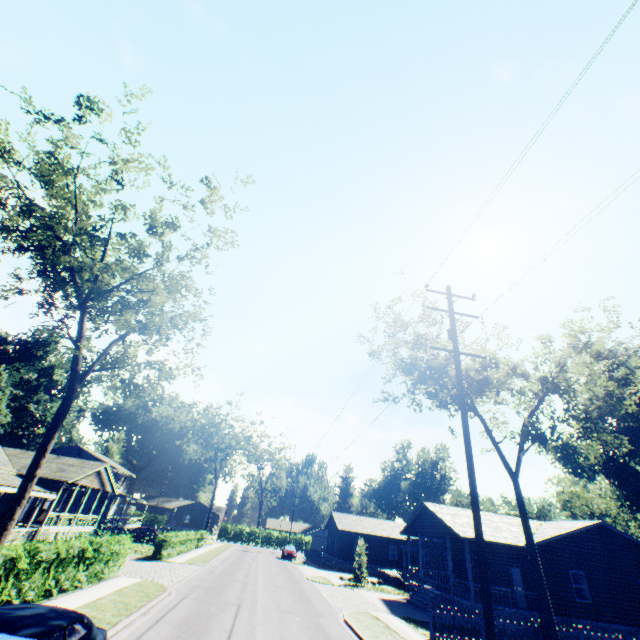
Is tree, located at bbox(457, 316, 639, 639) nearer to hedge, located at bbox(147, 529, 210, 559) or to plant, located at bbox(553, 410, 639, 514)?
plant, located at bbox(553, 410, 639, 514)

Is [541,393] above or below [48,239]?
below

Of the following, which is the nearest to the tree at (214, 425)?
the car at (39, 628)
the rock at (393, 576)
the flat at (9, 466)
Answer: the flat at (9, 466)

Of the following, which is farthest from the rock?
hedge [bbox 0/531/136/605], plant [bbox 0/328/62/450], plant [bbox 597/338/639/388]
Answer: plant [bbox 0/328/62/450]

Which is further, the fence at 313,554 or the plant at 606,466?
the fence at 313,554

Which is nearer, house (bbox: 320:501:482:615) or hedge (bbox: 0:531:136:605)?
hedge (bbox: 0:531:136:605)

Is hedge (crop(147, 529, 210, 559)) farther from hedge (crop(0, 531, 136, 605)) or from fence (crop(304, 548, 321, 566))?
fence (crop(304, 548, 321, 566))

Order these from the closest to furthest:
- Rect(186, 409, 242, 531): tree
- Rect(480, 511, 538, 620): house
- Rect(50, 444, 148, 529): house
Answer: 1. Rect(480, 511, 538, 620): house
2. Rect(50, 444, 148, 529): house
3. Rect(186, 409, 242, 531): tree
